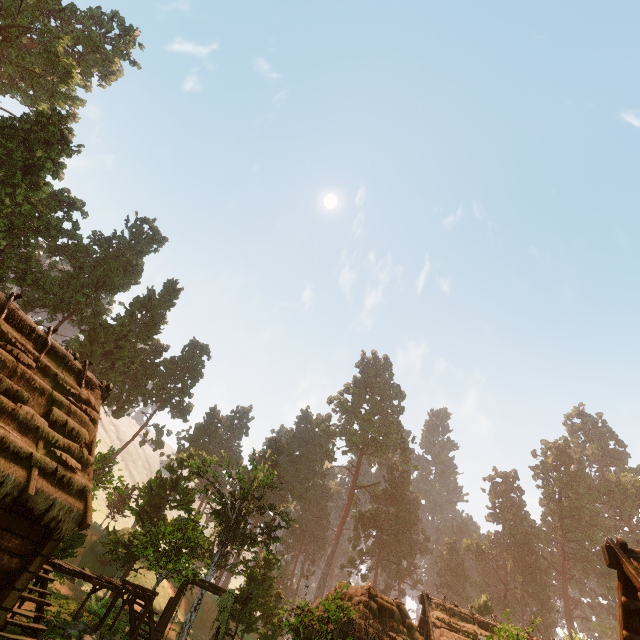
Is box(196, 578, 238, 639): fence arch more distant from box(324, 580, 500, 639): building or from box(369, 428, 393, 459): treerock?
box(369, 428, 393, 459): treerock

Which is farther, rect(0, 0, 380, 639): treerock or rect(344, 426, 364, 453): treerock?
rect(344, 426, 364, 453): treerock

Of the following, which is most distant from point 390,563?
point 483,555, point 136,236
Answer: point 136,236

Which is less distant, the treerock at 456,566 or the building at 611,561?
the building at 611,561

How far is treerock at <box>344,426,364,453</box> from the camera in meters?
56.2

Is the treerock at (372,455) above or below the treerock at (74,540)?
above

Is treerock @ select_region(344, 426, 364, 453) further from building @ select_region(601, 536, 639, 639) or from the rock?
the rock
